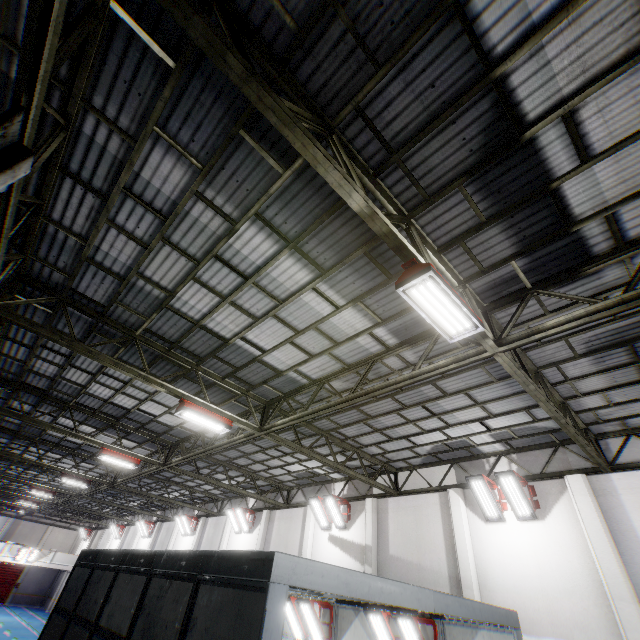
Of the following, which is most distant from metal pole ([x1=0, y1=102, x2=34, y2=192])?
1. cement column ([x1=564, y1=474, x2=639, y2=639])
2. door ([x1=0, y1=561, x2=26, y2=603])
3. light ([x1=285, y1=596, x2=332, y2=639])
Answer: door ([x1=0, y1=561, x2=26, y2=603])

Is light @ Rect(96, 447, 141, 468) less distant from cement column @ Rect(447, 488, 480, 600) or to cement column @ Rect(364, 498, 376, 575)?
cement column @ Rect(364, 498, 376, 575)

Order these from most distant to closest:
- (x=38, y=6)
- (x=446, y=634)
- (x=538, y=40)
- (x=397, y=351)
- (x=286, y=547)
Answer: (x=286, y=547) → (x=446, y=634) → (x=397, y=351) → (x=538, y=40) → (x=38, y=6)

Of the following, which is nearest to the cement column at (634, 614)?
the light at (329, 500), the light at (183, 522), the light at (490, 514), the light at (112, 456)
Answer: the light at (490, 514)

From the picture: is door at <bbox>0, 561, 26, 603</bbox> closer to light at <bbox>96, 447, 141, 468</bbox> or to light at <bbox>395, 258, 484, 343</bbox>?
light at <bbox>96, 447, 141, 468</bbox>

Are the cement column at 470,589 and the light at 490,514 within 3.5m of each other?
yes

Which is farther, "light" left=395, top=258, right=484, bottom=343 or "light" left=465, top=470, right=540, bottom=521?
"light" left=465, top=470, right=540, bottom=521

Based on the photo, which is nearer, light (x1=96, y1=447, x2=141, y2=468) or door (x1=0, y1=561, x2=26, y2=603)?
light (x1=96, y1=447, x2=141, y2=468)
